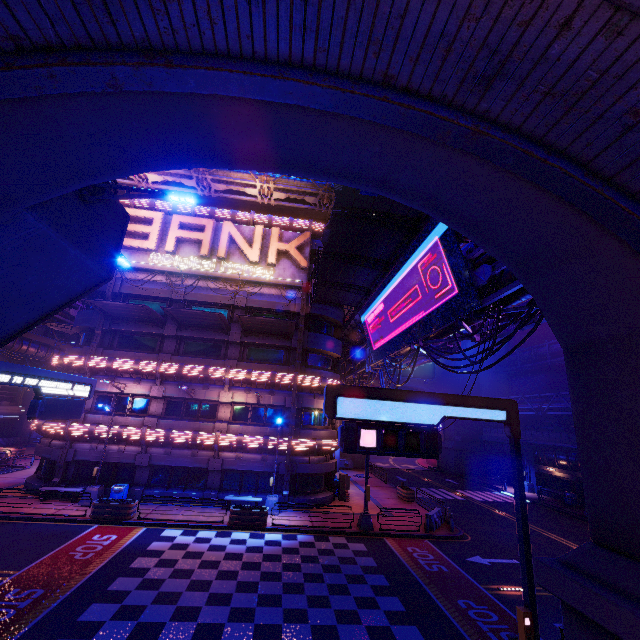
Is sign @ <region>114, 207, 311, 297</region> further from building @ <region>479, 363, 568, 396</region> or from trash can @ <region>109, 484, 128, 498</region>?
building @ <region>479, 363, 568, 396</region>

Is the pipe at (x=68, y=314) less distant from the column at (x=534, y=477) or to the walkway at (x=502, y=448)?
the walkway at (x=502, y=448)

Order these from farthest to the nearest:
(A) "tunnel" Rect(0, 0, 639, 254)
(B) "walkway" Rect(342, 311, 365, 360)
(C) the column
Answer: (C) the column → (B) "walkway" Rect(342, 311, 365, 360) → (A) "tunnel" Rect(0, 0, 639, 254)

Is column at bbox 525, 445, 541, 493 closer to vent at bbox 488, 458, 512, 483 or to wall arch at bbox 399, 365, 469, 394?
vent at bbox 488, 458, 512, 483

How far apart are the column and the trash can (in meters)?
40.29

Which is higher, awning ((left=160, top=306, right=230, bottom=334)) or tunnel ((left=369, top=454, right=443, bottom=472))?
awning ((left=160, top=306, right=230, bottom=334))

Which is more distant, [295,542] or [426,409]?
[295,542]

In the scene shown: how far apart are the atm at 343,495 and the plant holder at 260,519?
8.3 meters
